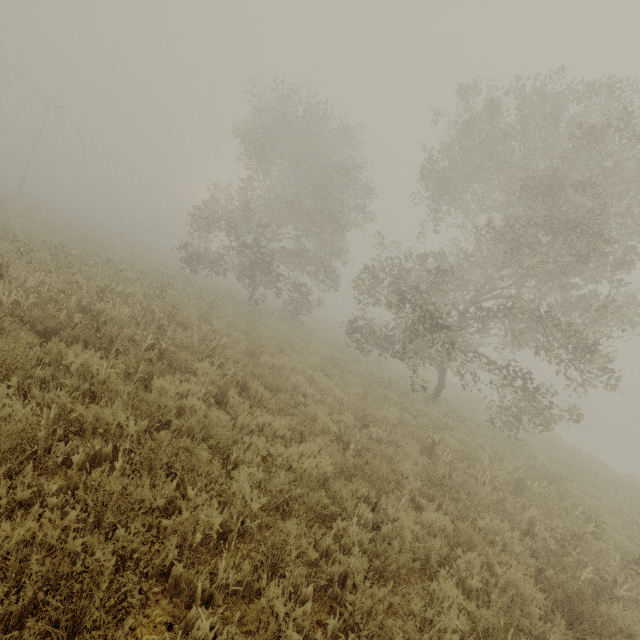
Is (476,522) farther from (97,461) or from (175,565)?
(97,461)
